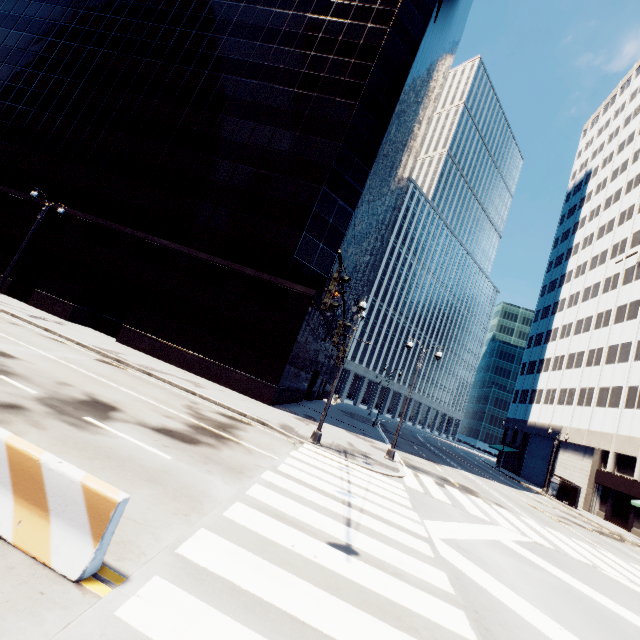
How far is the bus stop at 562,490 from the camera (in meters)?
33.16

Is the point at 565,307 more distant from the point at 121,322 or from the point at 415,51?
the point at 121,322

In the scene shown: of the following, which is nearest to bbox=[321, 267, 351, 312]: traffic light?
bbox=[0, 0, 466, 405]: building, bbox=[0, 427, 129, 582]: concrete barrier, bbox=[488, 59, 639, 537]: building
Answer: bbox=[0, 427, 129, 582]: concrete barrier

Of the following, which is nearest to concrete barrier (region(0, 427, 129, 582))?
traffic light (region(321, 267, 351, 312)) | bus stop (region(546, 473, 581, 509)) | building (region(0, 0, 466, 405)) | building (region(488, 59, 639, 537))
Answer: traffic light (region(321, 267, 351, 312))

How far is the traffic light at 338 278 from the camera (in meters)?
6.47

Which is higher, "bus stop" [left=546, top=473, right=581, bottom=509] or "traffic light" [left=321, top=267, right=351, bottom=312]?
"traffic light" [left=321, top=267, right=351, bottom=312]

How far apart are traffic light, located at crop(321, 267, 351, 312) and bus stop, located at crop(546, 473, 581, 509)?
42.21m

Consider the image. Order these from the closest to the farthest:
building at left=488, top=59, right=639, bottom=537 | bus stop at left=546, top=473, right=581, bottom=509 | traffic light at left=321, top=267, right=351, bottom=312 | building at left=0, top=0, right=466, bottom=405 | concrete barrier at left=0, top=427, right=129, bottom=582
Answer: concrete barrier at left=0, top=427, right=129, bottom=582 < traffic light at left=321, top=267, right=351, bottom=312 < building at left=0, top=0, right=466, bottom=405 < bus stop at left=546, top=473, right=581, bottom=509 < building at left=488, top=59, right=639, bottom=537
